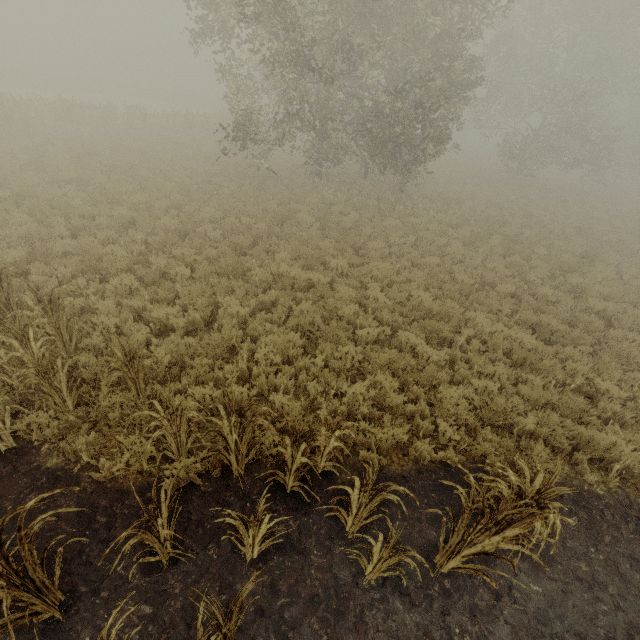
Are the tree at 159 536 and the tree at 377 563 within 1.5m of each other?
no

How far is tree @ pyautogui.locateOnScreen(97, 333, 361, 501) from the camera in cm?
387

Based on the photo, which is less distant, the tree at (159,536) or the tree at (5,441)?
the tree at (159,536)

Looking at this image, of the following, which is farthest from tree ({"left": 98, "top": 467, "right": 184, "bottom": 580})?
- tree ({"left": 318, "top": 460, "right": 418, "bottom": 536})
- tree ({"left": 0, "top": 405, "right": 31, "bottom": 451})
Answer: tree ({"left": 0, "top": 405, "right": 31, "bottom": 451})

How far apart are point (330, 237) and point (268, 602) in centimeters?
1090cm

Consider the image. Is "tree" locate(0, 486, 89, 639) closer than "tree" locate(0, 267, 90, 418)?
Yes

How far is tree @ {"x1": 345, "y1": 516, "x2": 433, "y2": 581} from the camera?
3.2m

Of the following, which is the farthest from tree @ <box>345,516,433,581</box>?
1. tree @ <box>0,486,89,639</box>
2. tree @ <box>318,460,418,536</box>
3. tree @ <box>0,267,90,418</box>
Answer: tree @ <box>0,267,90,418</box>
